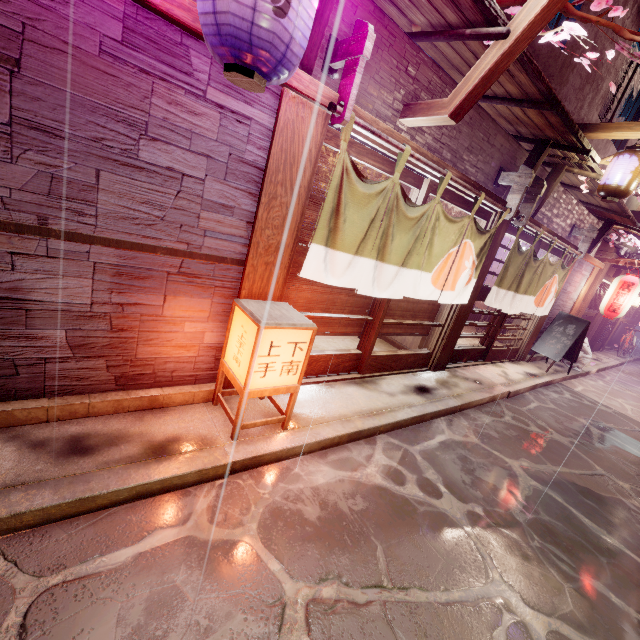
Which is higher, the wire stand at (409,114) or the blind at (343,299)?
the wire stand at (409,114)

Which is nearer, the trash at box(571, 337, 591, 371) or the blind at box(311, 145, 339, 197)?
the blind at box(311, 145, 339, 197)

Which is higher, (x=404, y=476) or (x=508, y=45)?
(x=508, y=45)

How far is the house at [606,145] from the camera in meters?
11.2 m

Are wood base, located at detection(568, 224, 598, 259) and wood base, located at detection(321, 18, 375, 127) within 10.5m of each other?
no

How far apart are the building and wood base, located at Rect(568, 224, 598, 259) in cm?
801

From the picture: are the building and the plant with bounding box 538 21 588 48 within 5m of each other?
no

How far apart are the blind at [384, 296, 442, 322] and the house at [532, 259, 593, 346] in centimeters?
807cm
